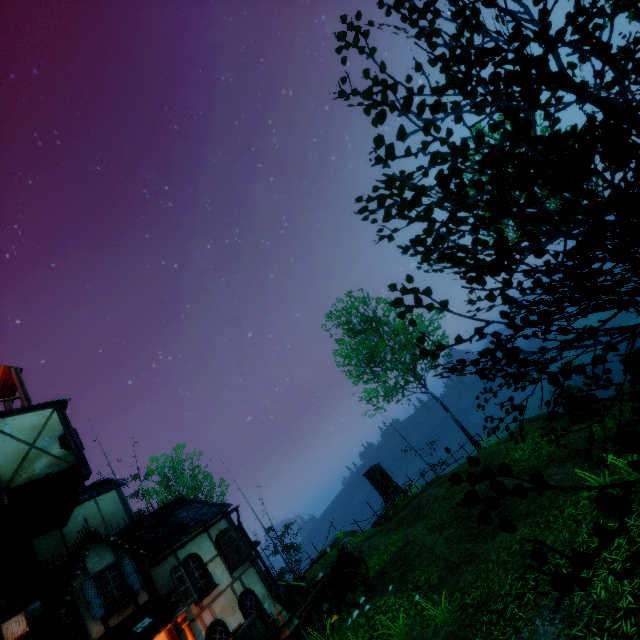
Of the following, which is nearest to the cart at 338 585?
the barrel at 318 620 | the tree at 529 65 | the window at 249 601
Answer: the barrel at 318 620

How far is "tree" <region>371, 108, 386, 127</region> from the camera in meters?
2.3

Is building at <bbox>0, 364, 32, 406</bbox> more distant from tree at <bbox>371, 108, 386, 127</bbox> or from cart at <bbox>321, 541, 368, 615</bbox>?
tree at <bbox>371, 108, 386, 127</bbox>

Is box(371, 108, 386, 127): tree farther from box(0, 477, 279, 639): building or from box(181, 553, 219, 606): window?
box(181, 553, 219, 606): window

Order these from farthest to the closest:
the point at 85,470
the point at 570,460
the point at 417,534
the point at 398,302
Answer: the point at 417,534
the point at 85,470
the point at 570,460
the point at 398,302

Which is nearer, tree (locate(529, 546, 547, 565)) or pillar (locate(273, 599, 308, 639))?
tree (locate(529, 546, 547, 565))

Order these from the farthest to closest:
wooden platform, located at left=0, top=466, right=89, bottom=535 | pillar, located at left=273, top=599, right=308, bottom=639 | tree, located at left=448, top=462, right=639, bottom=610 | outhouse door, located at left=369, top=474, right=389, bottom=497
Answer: outhouse door, located at left=369, top=474, right=389, bottom=497
wooden platform, located at left=0, top=466, right=89, bottom=535
pillar, located at left=273, top=599, right=308, bottom=639
tree, located at left=448, top=462, right=639, bottom=610

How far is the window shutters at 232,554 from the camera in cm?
1301
